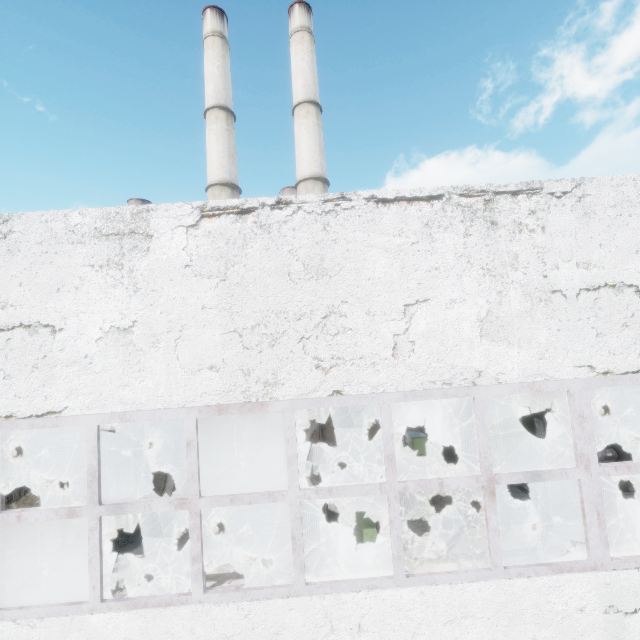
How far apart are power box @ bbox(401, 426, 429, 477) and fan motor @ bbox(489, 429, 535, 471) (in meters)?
2.08

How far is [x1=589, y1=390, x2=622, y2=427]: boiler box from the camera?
12.32m

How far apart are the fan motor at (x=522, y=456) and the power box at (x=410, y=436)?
2.1m

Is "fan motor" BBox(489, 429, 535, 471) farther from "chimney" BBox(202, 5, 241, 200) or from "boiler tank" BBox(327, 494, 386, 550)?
"chimney" BBox(202, 5, 241, 200)

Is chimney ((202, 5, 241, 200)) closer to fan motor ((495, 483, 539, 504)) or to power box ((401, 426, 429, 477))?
power box ((401, 426, 429, 477))

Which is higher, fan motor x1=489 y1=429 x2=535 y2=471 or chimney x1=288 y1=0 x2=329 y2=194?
chimney x1=288 y1=0 x2=329 y2=194

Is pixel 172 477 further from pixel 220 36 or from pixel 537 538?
pixel 220 36

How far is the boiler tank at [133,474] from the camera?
10.4 meters
